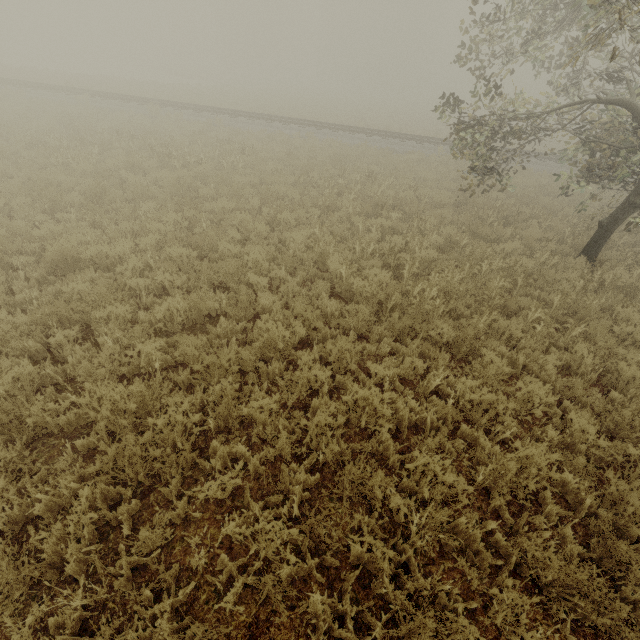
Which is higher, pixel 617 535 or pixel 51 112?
pixel 51 112
